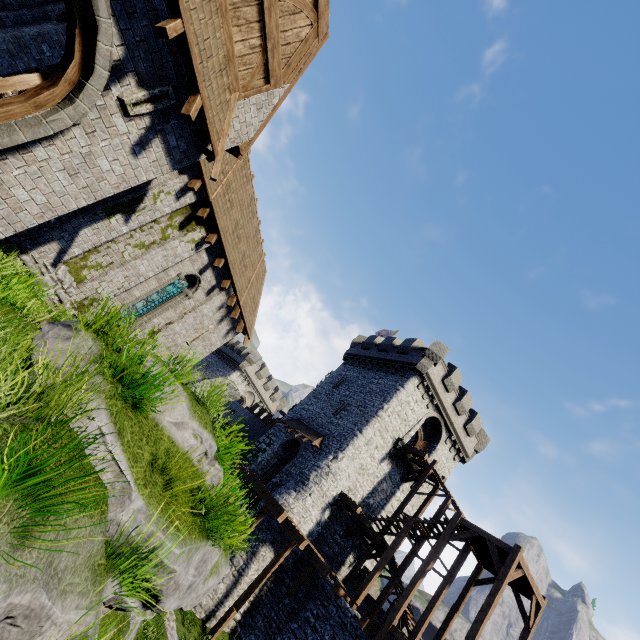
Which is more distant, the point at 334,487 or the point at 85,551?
the point at 334,487

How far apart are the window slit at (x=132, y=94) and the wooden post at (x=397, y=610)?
20.35m

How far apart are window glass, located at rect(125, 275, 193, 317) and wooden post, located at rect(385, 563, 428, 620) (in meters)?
17.29

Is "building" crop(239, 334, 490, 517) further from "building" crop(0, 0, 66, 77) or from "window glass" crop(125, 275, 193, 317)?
"window glass" crop(125, 275, 193, 317)

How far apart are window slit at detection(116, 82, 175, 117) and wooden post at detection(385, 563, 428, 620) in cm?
2035

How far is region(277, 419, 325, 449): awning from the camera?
23.52m

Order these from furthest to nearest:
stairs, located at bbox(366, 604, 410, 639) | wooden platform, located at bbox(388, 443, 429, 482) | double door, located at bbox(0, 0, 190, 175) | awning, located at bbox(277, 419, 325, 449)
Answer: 1. awning, located at bbox(277, 419, 325, 449)
2. wooden platform, located at bbox(388, 443, 429, 482)
3. stairs, located at bbox(366, 604, 410, 639)
4. double door, located at bbox(0, 0, 190, 175)

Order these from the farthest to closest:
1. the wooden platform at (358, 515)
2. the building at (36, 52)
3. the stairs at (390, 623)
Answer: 1. the wooden platform at (358, 515)
2. the stairs at (390, 623)
3. the building at (36, 52)
